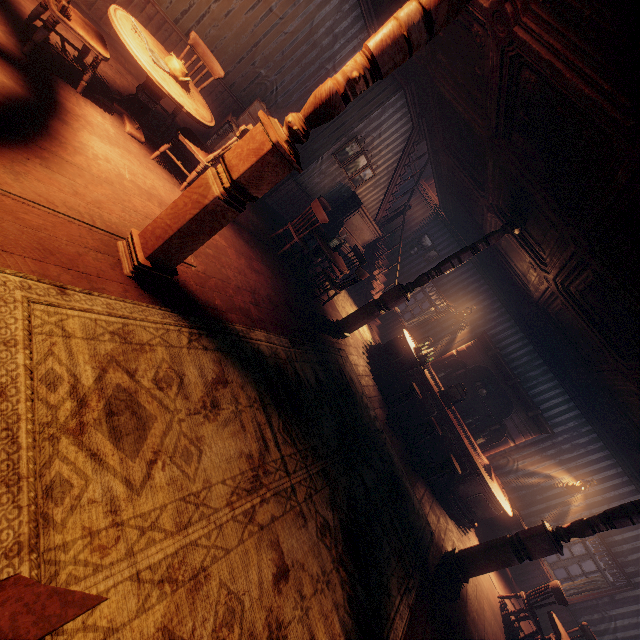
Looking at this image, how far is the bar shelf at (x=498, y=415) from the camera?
8.9 meters

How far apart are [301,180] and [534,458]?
9.8 meters

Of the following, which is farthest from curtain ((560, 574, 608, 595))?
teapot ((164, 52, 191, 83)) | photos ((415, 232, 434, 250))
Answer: teapot ((164, 52, 191, 83))

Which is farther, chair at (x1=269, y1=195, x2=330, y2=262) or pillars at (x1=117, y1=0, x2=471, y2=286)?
chair at (x1=269, y1=195, x2=330, y2=262)

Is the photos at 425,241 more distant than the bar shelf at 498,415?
Yes

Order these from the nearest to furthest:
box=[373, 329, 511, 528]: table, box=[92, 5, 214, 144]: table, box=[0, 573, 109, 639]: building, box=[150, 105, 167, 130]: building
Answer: box=[0, 573, 109, 639]: building, box=[92, 5, 214, 144]: table, box=[150, 105, 167, 130]: building, box=[373, 329, 511, 528]: table

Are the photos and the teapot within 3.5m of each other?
no

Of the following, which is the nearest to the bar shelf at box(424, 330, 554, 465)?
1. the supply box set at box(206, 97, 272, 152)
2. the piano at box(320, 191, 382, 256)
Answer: the piano at box(320, 191, 382, 256)
